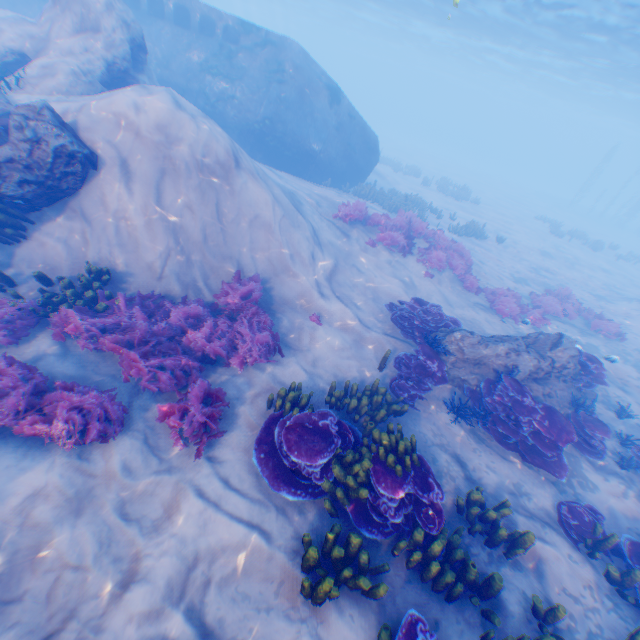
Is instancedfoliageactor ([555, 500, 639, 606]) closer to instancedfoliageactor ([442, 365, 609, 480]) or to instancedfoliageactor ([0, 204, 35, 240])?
instancedfoliageactor ([442, 365, 609, 480])

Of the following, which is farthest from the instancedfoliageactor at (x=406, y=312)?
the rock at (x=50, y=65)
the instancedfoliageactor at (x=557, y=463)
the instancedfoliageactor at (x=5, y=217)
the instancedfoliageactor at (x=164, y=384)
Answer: the instancedfoliageactor at (x=5, y=217)

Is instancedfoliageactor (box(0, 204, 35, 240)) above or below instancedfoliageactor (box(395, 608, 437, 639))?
above

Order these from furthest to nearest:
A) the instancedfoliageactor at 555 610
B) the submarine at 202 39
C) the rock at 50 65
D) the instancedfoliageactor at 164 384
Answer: the submarine at 202 39 → the rock at 50 65 → the instancedfoliageactor at 164 384 → the instancedfoliageactor at 555 610

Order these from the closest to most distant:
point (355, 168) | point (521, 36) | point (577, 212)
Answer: point (355, 168), point (521, 36), point (577, 212)

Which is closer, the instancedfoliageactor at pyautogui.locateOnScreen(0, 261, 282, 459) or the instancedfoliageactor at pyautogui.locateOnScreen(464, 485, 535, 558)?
the instancedfoliageactor at pyautogui.locateOnScreen(464, 485, 535, 558)

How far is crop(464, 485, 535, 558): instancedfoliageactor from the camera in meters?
5.3
